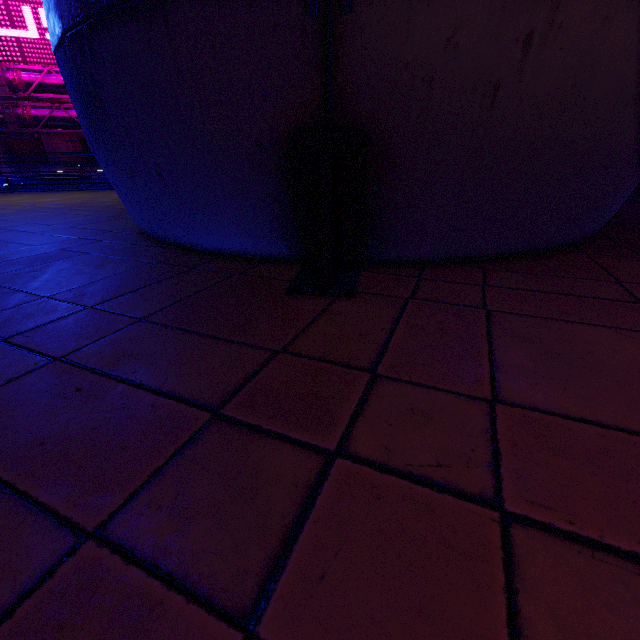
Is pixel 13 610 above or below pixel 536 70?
below

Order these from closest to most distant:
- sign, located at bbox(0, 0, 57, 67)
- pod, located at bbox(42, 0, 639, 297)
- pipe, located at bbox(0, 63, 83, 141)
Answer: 1. pod, located at bbox(42, 0, 639, 297)
2. sign, located at bbox(0, 0, 57, 67)
3. pipe, located at bbox(0, 63, 83, 141)

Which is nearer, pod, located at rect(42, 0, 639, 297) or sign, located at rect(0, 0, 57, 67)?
pod, located at rect(42, 0, 639, 297)

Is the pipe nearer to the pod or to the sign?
the sign

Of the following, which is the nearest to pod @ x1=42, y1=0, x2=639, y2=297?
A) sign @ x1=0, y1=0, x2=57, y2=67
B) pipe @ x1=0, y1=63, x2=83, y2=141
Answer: pipe @ x1=0, y1=63, x2=83, y2=141

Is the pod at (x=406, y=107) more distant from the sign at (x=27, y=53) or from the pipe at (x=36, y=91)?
the sign at (x=27, y=53)

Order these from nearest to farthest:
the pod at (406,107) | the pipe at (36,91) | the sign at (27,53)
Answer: the pod at (406,107) < the sign at (27,53) < the pipe at (36,91)
